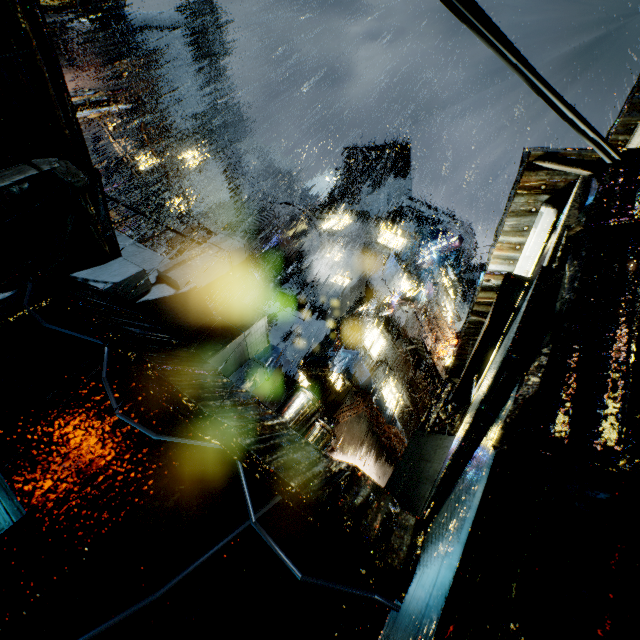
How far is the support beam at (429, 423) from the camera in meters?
7.6

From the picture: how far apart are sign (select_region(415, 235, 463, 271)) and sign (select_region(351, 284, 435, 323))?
9.00m

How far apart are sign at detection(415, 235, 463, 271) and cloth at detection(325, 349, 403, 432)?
13.33m

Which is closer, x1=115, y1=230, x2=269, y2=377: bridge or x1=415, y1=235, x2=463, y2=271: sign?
x1=115, y1=230, x2=269, y2=377: bridge

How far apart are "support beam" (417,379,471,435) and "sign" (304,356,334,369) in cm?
695

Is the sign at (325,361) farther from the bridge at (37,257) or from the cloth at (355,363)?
the bridge at (37,257)

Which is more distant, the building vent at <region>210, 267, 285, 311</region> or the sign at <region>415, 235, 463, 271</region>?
the sign at <region>415, 235, 463, 271</region>

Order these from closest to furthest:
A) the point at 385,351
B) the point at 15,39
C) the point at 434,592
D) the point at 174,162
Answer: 1. the point at 434,592
2. the point at 15,39
3. the point at 385,351
4. the point at 174,162
